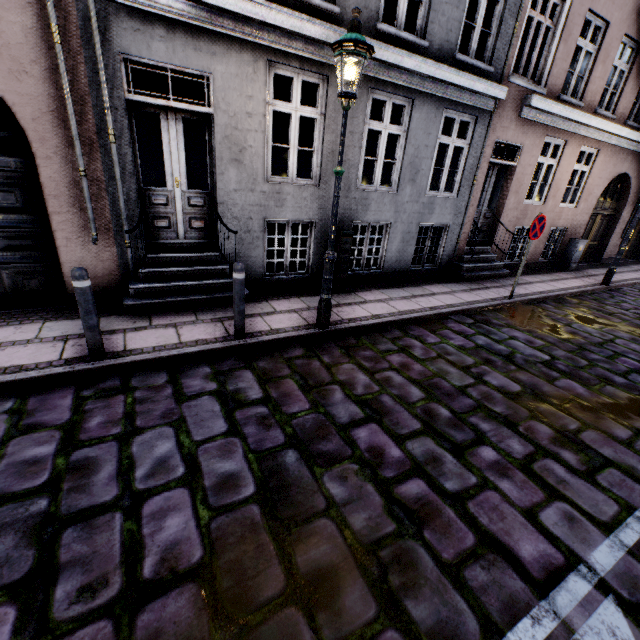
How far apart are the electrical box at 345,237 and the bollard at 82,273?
4.30m

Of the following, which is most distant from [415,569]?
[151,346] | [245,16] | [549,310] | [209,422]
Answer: [549,310]

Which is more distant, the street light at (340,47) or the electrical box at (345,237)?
the electrical box at (345,237)

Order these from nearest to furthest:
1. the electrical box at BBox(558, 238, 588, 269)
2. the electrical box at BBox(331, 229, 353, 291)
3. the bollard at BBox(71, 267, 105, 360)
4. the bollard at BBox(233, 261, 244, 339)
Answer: the bollard at BBox(71, 267, 105, 360)
the bollard at BBox(233, 261, 244, 339)
the electrical box at BBox(331, 229, 353, 291)
the electrical box at BBox(558, 238, 588, 269)

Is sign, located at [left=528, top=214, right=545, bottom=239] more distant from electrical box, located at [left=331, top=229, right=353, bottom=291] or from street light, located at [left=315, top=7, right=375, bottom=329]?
street light, located at [left=315, top=7, right=375, bottom=329]

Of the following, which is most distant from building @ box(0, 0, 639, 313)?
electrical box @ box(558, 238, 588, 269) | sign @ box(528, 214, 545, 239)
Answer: sign @ box(528, 214, 545, 239)

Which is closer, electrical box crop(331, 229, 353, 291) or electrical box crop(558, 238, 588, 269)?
electrical box crop(331, 229, 353, 291)

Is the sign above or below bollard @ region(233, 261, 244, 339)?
above
